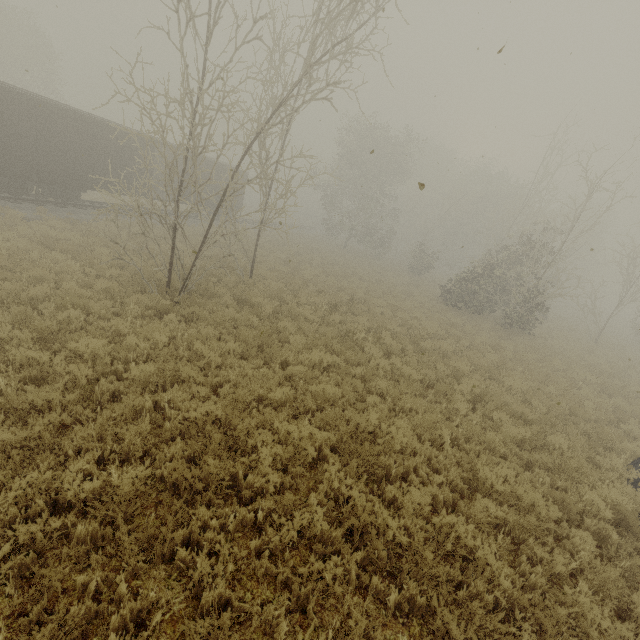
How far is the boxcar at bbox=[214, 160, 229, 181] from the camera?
26.26m

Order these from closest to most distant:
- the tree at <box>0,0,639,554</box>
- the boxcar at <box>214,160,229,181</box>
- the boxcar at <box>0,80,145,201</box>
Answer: the tree at <box>0,0,639,554</box>
the boxcar at <box>0,80,145,201</box>
the boxcar at <box>214,160,229,181</box>

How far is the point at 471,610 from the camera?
3.7 meters

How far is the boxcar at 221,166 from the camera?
26.3 meters

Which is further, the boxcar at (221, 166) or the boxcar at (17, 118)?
the boxcar at (221, 166)

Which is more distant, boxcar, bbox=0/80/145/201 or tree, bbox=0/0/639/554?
boxcar, bbox=0/80/145/201

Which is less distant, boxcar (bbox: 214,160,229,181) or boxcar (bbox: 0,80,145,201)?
boxcar (bbox: 0,80,145,201)
